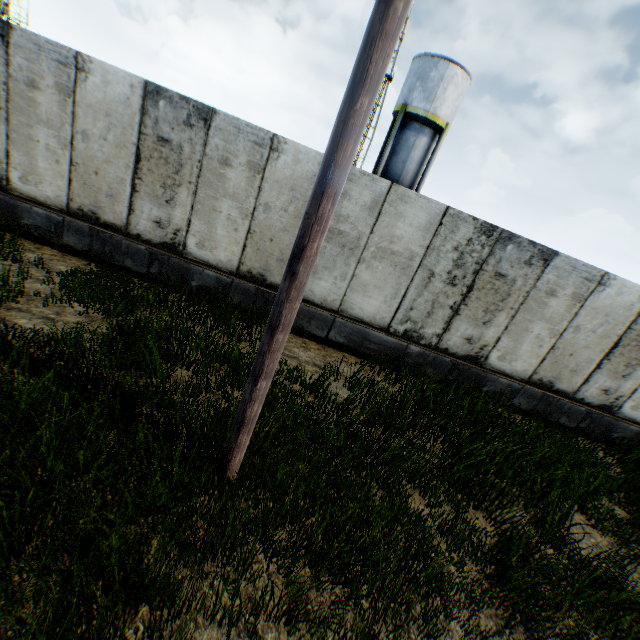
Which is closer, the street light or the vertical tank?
the street light

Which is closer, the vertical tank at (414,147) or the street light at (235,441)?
the street light at (235,441)

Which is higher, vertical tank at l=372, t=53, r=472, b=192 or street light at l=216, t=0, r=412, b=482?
vertical tank at l=372, t=53, r=472, b=192

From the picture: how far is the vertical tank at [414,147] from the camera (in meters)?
19.88

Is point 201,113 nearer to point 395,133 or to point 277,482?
point 277,482

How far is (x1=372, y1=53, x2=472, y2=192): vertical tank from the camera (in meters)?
19.88
